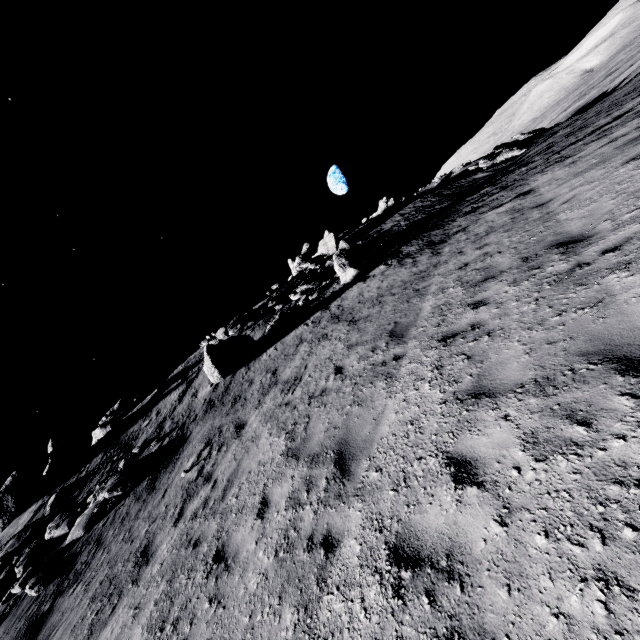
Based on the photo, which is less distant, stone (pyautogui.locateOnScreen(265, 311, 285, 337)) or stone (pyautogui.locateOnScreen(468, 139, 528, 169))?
stone (pyautogui.locateOnScreen(265, 311, 285, 337))

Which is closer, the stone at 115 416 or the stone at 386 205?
the stone at 115 416

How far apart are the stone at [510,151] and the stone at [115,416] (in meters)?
42.52

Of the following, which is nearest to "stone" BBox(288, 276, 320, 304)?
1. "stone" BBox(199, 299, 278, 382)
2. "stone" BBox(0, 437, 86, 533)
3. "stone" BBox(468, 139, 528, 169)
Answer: "stone" BBox(199, 299, 278, 382)

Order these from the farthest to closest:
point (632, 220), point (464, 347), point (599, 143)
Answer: point (599, 143) < point (464, 347) < point (632, 220)

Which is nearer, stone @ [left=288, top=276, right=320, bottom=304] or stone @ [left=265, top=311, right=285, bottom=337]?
stone @ [left=265, top=311, right=285, bottom=337]

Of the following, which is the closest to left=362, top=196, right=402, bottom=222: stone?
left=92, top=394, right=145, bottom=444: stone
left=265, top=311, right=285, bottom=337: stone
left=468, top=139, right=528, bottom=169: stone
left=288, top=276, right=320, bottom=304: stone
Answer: left=468, top=139, right=528, bottom=169: stone

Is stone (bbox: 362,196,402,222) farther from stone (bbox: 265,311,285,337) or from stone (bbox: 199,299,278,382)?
stone (bbox: 199,299,278,382)
